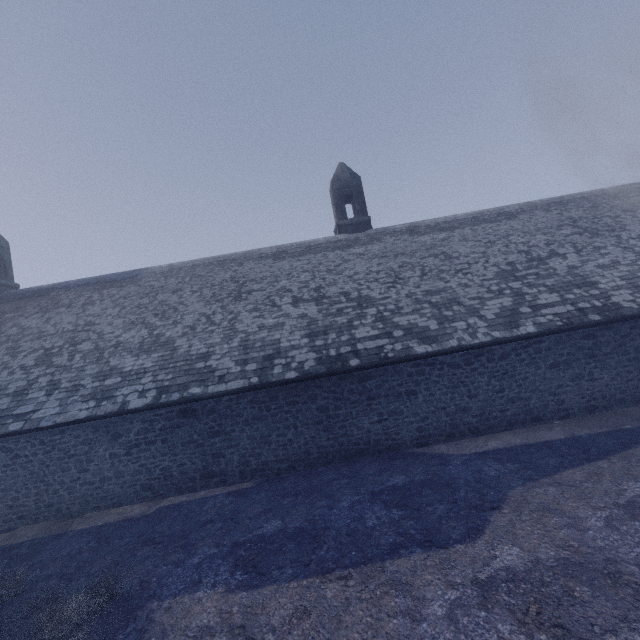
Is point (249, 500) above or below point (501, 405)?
below
